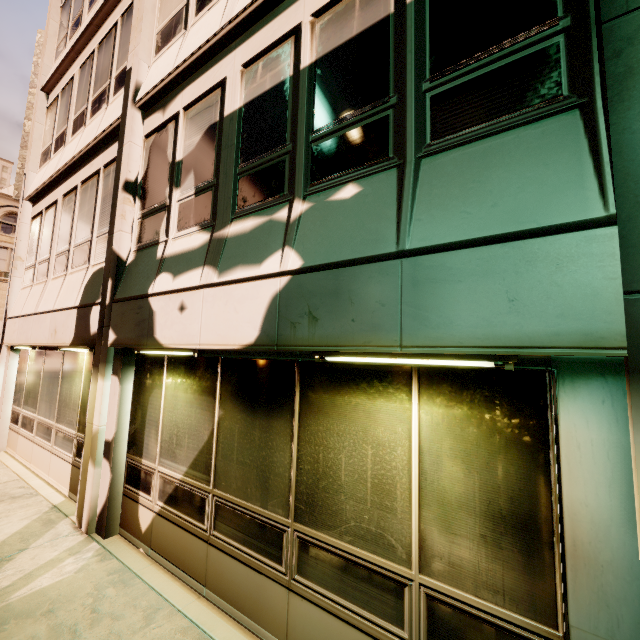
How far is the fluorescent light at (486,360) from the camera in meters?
2.2

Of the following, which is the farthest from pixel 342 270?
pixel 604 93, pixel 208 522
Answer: pixel 208 522

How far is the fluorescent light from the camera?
2.2m
